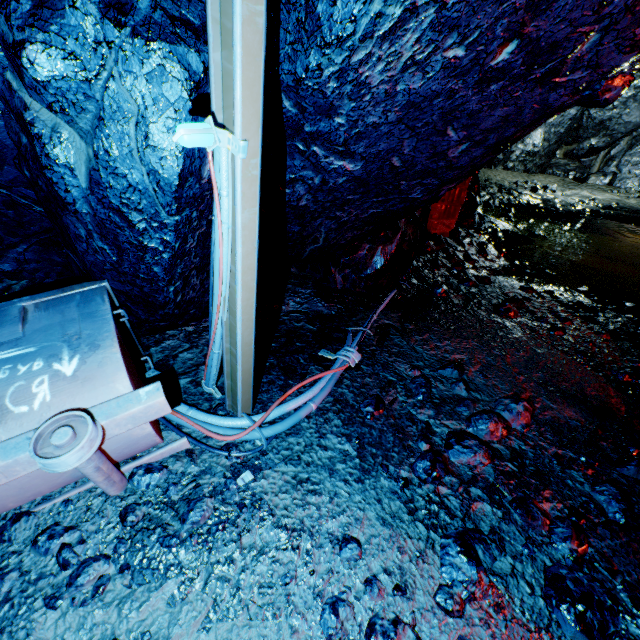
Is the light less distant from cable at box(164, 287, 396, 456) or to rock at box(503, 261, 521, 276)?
cable at box(164, 287, 396, 456)

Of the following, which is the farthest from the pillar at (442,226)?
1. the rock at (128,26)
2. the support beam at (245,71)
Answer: the support beam at (245,71)

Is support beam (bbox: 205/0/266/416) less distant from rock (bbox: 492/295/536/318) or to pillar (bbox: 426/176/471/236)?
rock (bbox: 492/295/536/318)

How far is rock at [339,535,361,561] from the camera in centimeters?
181cm

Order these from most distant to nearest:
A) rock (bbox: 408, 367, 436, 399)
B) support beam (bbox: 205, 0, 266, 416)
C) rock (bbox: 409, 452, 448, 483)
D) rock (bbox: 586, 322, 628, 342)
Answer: rock (bbox: 586, 322, 628, 342) < rock (bbox: 408, 367, 436, 399) < rock (bbox: 409, 452, 448, 483) < support beam (bbox: 205, 0, 266, 416)

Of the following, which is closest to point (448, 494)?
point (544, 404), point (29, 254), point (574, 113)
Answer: point (544, 404)

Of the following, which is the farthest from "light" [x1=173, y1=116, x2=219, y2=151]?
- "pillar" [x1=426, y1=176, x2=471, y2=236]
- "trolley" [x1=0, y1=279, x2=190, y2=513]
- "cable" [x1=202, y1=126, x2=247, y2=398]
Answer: "pillar" [x1=426, y1=176, x2=471, y2=236]

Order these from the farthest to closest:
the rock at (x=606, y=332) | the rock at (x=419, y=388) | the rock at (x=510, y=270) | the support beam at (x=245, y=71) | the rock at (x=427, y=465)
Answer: the rock at (x=510, y=270)
the rock at (x=606, y=332)
the rock at (x=419, y=388)
the rock at (x=427, y=465)
the support beam at (x=245, y=71)
